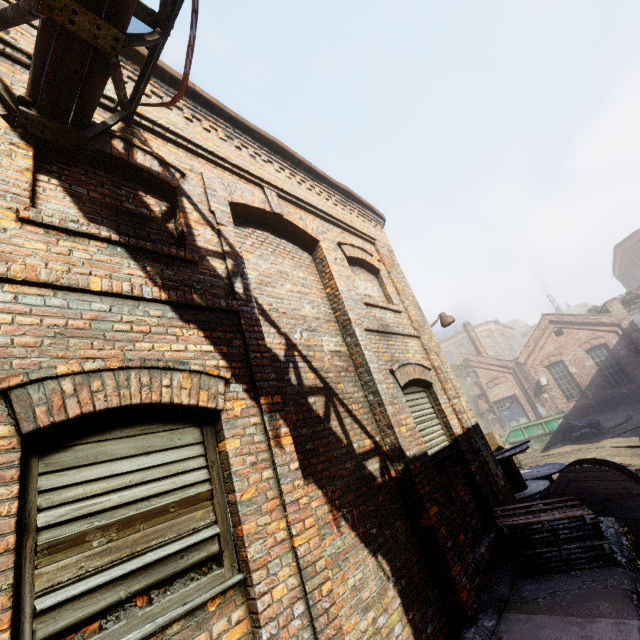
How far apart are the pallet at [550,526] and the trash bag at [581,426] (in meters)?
14.48

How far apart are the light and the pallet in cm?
330

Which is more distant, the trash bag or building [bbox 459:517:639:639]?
the trash bag

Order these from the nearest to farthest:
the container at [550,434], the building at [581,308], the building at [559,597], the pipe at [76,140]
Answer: the pipe at [76,140] → the building at [559,597] → the container at [550,434] → the building at [581,308]

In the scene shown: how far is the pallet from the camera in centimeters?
420cm

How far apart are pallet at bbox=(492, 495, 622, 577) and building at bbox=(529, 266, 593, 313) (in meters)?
54.87

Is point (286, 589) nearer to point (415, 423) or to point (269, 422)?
point (269, 422)

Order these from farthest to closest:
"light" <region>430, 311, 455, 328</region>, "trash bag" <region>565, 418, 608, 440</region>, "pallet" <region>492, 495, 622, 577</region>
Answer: "trash bag" <region>565, 418, 608, 440</region>
"light" <region>430, 311, 455, 328</region>
"pallet" <region>492, 495, 622, 577</region>
